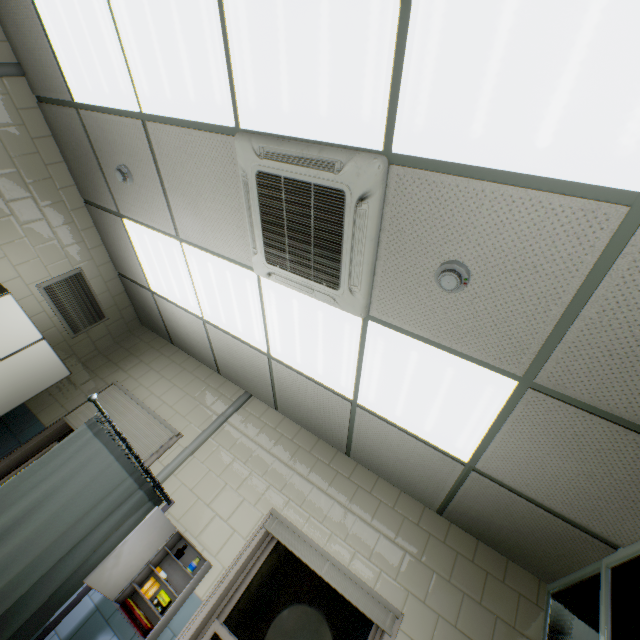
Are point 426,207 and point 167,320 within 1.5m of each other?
no

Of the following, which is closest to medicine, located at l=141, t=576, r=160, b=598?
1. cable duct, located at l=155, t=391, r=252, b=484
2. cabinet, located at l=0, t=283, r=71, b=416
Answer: cable duct, located at l=155, t=391, r=252, b=484

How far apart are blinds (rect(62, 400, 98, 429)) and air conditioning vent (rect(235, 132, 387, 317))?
2.2m

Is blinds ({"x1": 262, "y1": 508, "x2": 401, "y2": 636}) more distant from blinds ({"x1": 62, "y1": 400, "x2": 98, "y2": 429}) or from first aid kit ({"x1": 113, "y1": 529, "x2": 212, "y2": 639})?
blinds ({"x1": 62, "y1": 400, "x2": 98, "y2": 429})

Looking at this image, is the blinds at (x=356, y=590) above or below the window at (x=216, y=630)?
above

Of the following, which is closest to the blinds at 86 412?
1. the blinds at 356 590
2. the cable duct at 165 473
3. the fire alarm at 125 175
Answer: the cable duct at 165 473

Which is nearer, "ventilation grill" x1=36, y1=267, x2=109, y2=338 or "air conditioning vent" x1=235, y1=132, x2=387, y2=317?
"air conditioning vent" x1=235, y1=132, x2=387, y2=317

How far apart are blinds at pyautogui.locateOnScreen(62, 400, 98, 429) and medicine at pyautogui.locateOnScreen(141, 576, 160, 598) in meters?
1.1 m
